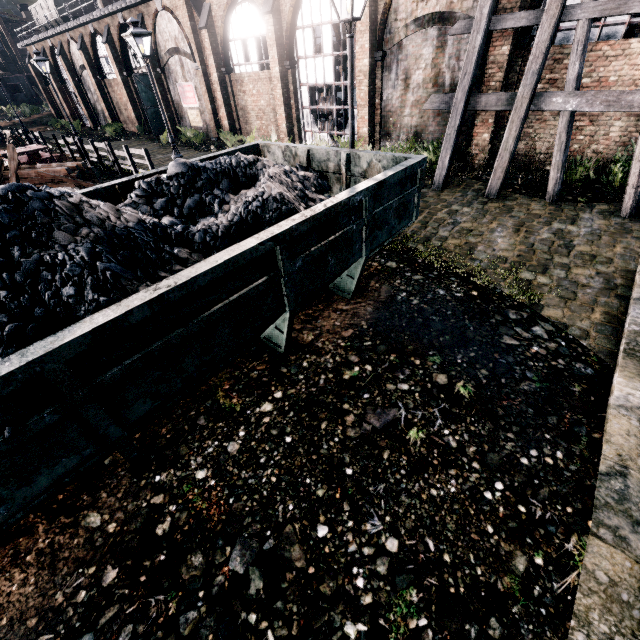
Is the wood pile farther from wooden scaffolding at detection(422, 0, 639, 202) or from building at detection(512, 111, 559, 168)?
wooden scaffolding at detection(422, 0, 639, 202)

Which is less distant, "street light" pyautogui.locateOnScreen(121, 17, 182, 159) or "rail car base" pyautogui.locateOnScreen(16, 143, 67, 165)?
"street light" pyautogui.locateOnScreen(121, 17, 182, 159)

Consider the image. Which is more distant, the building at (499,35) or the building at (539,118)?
the building at (539,118)

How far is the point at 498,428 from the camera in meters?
4.3 m

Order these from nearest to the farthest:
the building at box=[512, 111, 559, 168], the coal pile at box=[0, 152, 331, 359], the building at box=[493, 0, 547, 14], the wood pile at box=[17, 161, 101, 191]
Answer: the coal pile at box=[0, 152, 331, 359] < the building at box=[493, 0, 547, 14] < the building at box=[512, 111, 559, 168] < the wood pile at box=[17, 161, 101, 191]

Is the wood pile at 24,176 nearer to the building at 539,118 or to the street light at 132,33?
the street light at 132,33

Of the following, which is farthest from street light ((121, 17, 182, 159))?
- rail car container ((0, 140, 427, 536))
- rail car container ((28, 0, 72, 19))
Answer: rail car container ((28, 0, 72, 19))

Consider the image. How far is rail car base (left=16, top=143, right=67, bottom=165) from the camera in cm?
1875
